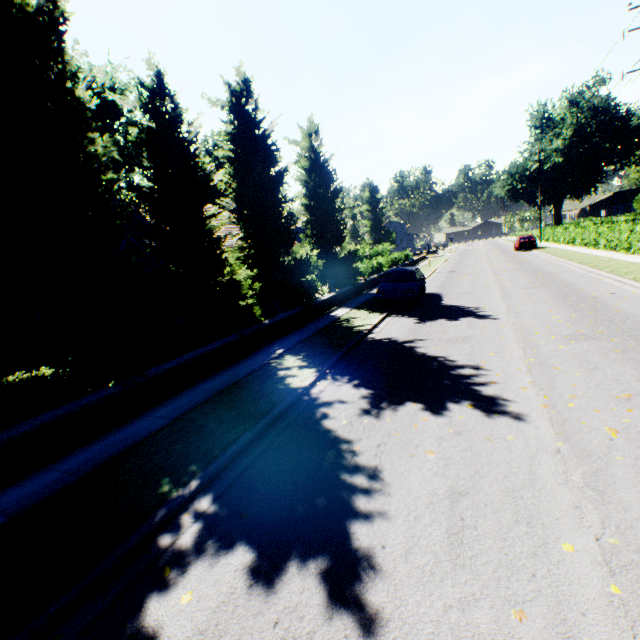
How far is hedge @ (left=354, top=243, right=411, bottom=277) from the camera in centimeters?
2564cm

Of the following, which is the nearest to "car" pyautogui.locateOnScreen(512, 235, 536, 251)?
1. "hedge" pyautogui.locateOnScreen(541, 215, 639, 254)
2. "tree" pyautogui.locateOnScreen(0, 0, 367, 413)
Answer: "hedge" pyautogui.locateOnScreen(541, 215, 639, 254)

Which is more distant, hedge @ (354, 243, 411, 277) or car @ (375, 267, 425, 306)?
hedge @ (354, 243, 411, 277)

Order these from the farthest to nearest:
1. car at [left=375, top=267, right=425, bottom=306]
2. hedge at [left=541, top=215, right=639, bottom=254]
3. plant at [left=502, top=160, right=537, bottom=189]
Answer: plant at [left=502, top=160, right=537, bottom=189], hedge at [left=541, top=215, right=639, bottom=254], car at [left=375, top=267, right=425, bottom=306]

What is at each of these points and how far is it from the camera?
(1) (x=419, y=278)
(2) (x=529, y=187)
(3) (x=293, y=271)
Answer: (1) car, 15.2m
(2) plant, 56.4m
(3) tree, 14.3m

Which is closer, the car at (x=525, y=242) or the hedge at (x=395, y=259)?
the hedge at (x=395, y=259)

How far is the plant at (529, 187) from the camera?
54.9m

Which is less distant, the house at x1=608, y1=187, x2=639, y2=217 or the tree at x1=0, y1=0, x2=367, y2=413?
the tree at x1=0, y1=0, x2=367, y2=413
